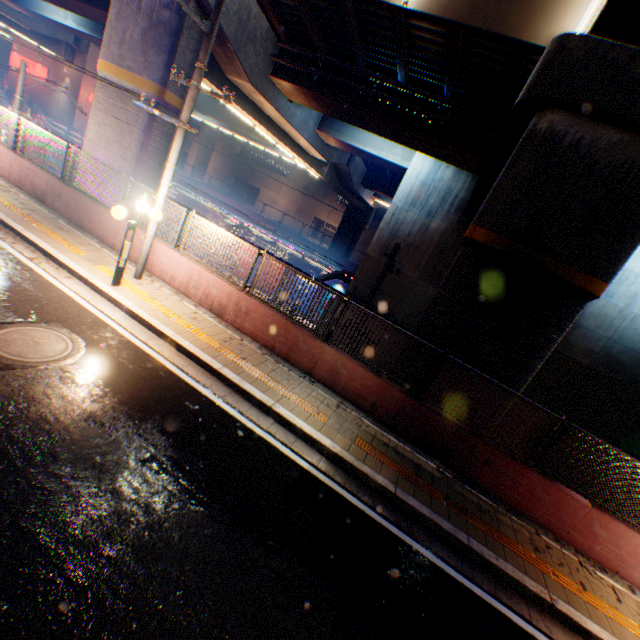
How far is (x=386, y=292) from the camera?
18.2m

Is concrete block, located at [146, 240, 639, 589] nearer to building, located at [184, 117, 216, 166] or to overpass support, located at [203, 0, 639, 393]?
overpass support, located at [203, 0, 639, 393]

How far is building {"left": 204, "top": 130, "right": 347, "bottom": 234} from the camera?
52.2m

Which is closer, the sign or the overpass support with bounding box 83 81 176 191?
the overpass support with bounding box 83 81 176 191

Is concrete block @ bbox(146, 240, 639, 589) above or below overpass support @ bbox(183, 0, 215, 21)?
below

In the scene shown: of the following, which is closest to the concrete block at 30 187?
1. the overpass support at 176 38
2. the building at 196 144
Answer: the overpass support at 176 38

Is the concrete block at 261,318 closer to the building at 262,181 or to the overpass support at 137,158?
the overpass support at 137,158

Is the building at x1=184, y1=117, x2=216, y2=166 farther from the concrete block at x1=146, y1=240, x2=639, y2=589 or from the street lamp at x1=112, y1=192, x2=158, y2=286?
the street lamp at x1=112, y1=192, x2=158, y2=286
